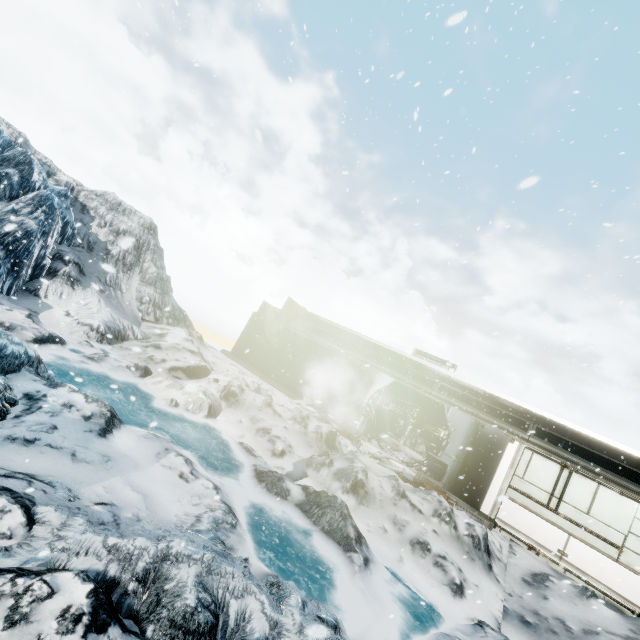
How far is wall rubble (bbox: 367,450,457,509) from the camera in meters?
10.1 m

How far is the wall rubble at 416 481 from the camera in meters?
10.1

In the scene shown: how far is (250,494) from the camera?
6.55m
